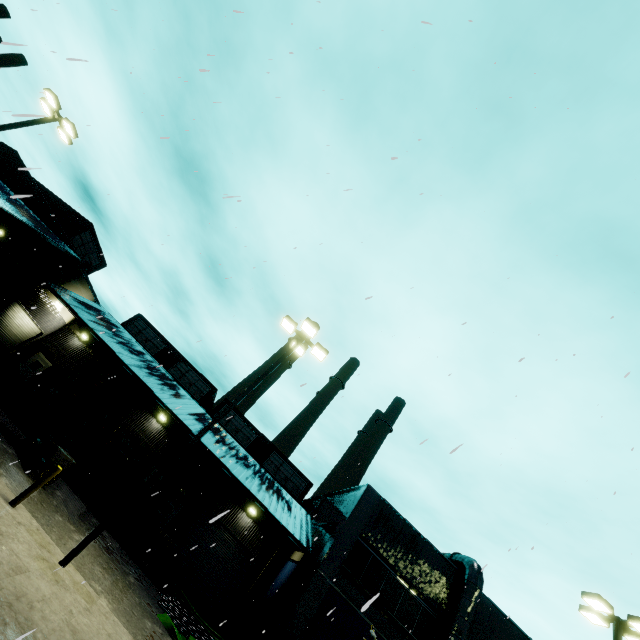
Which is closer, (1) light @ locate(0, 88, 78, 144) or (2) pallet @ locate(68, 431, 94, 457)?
(1) light @ locate(0, 88, 78, 144)

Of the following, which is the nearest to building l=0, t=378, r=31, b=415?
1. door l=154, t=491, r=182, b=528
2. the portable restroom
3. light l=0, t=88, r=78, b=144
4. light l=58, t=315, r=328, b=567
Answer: door l=154, t=491, r=182, b=528

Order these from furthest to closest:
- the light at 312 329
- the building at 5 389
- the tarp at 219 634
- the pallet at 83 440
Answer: the building at 5 389 → the pallet at 83 440 → the tarp at 219 634 → the light at 312 329

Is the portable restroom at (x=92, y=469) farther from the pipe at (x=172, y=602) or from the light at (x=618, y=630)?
the light at (x=618, y=630)

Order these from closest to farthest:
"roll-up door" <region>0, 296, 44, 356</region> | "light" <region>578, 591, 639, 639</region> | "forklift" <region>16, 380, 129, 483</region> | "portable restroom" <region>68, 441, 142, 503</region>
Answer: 1. "light" <region>578, 591, 639, 639</region>
2. "forklift" <region>16, 380, 129, 483</region>
3. "portable restroom" <region>68, 441, 142, 503</region>
4. "roll-up door" <region>0, 296, 44, 356</region>

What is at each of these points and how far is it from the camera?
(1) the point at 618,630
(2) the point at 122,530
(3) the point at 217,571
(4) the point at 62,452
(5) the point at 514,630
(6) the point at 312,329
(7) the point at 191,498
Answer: (1) light, 11.33m
(2) pallet, 15.66m
(3) roll-up door, 20.81m
(4) forklift, 12.55m
(5) building, 17.50m
(6) light, 12.80m
(7) building, 22.20m

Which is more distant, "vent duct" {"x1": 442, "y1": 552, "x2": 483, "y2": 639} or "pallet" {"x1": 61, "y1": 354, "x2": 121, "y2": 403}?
"vent duct" {"x1": 442, "y1": 552, "x2": 483, "y2": 639}

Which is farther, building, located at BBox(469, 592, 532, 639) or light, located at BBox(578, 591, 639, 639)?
building, located at BBox(469, 592, 532, 639)
